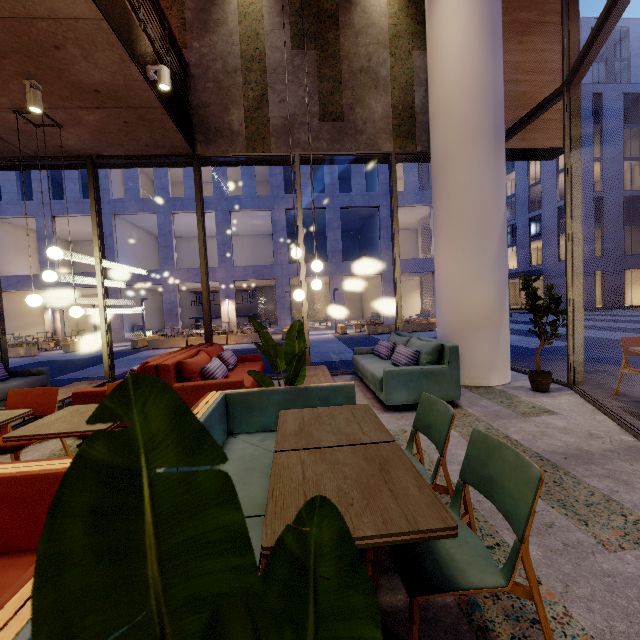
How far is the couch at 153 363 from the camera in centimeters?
408cm

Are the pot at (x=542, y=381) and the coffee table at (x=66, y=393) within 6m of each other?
no

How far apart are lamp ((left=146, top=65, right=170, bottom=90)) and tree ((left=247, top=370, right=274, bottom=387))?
3.67m

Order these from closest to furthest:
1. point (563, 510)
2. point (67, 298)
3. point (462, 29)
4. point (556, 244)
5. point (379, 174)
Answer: point (563, 510), point (462, 29), point (379, 174), point (67, 298), point (556, 244)

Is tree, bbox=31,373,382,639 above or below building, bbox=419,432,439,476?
above

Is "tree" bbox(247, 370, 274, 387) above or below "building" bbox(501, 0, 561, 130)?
below

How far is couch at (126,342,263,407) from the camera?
4.1m

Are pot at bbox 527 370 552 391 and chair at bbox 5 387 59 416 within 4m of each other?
no
